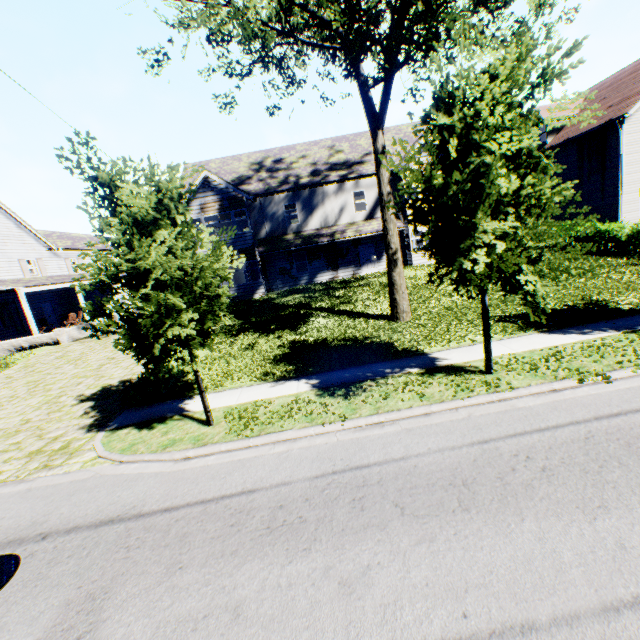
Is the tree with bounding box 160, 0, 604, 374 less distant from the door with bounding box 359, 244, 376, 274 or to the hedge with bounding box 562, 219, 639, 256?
the hedge with bounding box 562, 219, 639, 256

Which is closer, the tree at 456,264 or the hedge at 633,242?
the tree at 456,264

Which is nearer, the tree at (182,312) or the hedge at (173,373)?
the tree at (182,312)

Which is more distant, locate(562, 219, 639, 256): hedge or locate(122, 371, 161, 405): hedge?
locate(562, 219, 639, 256): hedge

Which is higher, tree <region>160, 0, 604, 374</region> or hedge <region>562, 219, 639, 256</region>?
tree <region>160, 0, 604, 374</region>

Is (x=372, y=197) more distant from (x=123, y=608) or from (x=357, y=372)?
(x=123, y=608)

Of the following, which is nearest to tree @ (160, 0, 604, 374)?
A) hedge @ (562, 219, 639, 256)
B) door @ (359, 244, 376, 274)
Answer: hedge @ (562, 219, 639, 256)
